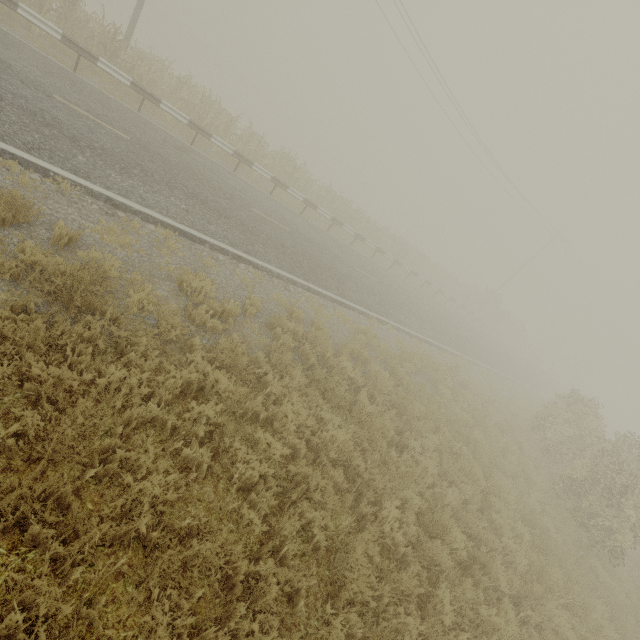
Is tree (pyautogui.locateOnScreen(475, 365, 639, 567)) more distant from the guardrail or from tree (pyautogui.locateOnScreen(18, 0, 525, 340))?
the guardrail

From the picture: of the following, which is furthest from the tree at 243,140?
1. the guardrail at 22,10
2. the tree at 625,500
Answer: the guardrail at 22,10

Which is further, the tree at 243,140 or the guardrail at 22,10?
the tree at 243,140

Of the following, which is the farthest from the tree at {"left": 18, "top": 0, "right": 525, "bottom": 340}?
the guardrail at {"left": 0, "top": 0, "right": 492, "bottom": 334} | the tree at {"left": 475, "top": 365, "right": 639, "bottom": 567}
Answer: the guardrail at {"left": 0, "top": 0, "right": 492, "bottom": 334}

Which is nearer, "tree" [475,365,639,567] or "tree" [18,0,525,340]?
"tree" [475,365,639,567]

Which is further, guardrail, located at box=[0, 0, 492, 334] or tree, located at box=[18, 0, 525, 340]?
tree, located at box=[18, 0, 525, 340]

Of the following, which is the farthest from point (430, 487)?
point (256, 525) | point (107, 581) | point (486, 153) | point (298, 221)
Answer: point (486, 153)
